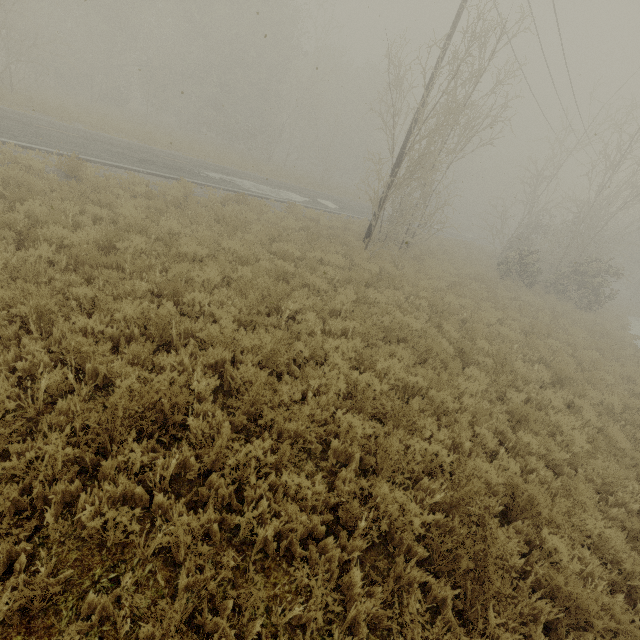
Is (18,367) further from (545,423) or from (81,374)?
(545,423)
